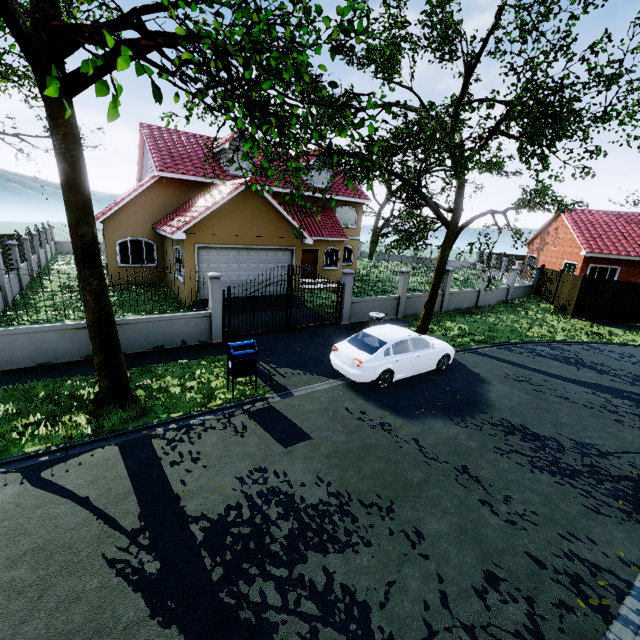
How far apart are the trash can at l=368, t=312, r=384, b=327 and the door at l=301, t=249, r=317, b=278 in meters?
10.0

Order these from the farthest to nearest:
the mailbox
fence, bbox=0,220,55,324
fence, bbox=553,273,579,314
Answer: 1. fence, bbox=553,273,579,314
2. fence, bbox=0,220,55,324
3. the mailbox

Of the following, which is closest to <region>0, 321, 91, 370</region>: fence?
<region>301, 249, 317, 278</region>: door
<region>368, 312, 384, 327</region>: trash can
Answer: <region>368, 312, 384, 327</region>: trash can

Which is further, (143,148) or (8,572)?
(143,148)

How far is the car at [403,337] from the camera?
9.00m

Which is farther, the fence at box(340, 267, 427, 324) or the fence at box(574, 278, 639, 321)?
the fence at box(574, 278, 639, 321)

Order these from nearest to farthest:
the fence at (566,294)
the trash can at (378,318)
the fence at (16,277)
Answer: the fence at (16,277), the trash can at (378,318), the fence at (566,294)

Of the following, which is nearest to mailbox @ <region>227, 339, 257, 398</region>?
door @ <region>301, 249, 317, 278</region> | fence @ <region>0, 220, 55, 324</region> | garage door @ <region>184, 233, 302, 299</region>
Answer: fence @ <region>0, 220, 55, 324</region>
